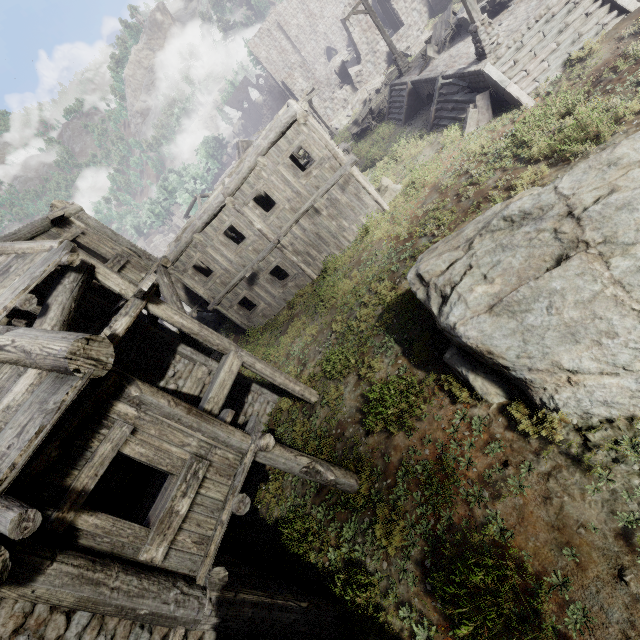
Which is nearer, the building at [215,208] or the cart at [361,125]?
the building at [215,208]

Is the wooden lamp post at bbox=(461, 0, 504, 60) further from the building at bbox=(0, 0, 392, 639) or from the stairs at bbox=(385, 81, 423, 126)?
the building at bbox=(0, 0, 392, 639)

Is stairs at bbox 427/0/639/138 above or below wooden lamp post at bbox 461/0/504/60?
below

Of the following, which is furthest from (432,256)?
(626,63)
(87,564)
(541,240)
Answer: (626,63)

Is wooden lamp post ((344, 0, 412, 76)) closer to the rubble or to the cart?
the cart

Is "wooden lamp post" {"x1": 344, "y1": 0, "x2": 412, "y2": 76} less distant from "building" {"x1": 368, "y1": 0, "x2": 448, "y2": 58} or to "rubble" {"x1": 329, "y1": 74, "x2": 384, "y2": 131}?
"building" {"x1": 368, "y1": 0, "x2": 448, "y2": 58}

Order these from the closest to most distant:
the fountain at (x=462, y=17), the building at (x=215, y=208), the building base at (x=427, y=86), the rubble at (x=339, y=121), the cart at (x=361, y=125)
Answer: the building at (x=215, y=208), the building base at (x=427, y=86), the fountain at (x=462, y=17), the cart at (x=361, y=125), the rubble at (x=339, y=121)

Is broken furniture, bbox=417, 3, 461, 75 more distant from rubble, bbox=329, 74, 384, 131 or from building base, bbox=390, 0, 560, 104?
rubble, bbox=329, 74, 384, 131
